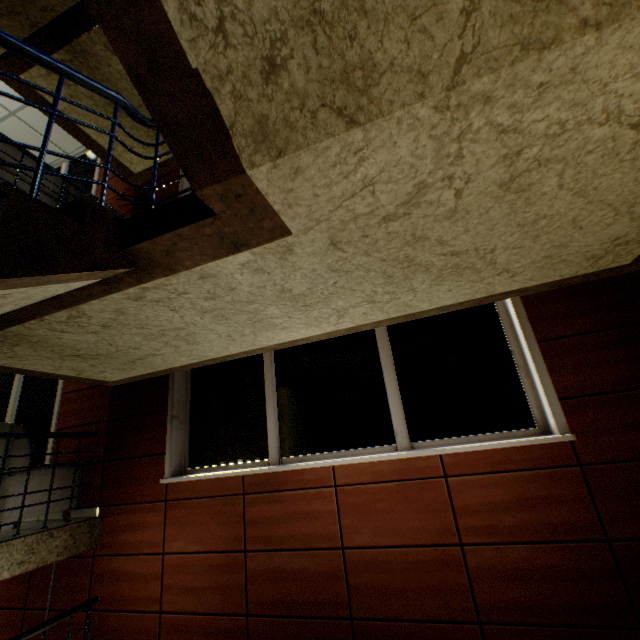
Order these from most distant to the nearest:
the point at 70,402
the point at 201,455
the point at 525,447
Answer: the point at 70,402
the point at 201,455
the point at 525,447

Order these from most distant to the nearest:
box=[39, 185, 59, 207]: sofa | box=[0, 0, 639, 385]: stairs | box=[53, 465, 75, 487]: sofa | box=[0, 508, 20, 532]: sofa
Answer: box=[39, 185, 59, 207]: sofa < box=[53, 465, 75, 487]: sofa < box=[0, 508, 20, 532]: sofa < box=[0, 0, 639, 385]: stairs

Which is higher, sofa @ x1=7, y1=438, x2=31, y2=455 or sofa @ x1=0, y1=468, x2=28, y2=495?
sofa @ x1=7, y1=438, x2=31, y2=455

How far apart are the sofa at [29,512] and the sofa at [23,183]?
2.44m

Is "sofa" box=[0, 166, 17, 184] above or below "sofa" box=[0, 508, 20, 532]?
above

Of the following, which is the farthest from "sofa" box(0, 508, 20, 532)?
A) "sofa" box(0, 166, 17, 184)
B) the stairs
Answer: "sofa" box(0, 166, 17, 184)

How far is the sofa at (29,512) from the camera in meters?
3.4 m

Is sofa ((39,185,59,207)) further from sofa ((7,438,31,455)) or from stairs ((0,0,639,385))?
sofa ((7,438,31,455))
